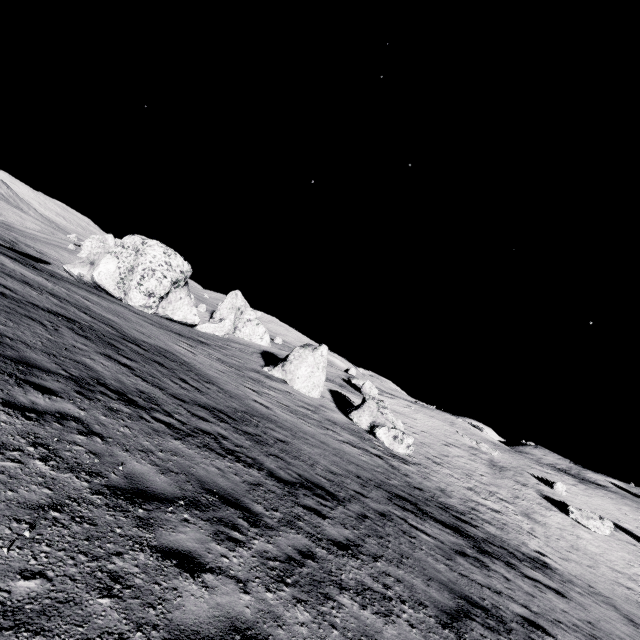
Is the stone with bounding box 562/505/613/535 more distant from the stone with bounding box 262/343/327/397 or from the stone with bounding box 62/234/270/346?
the stone with bounding box 62/234/270/346

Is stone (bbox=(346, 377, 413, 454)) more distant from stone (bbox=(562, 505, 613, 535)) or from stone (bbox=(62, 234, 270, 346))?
stone (bbox=(62, 234, 270, 346))

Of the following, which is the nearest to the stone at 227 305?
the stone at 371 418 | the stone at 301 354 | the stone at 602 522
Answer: the stone at 301 354

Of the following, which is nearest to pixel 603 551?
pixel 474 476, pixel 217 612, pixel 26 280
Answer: pixel 474 476

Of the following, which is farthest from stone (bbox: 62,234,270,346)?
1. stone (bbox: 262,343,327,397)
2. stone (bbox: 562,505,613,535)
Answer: stone (bbox: 562,505,613,535)

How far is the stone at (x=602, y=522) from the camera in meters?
28.5 m

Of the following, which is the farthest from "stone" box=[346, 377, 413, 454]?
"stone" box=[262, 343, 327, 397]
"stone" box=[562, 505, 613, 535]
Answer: "stone" box=[562, 505, 613, 535]
